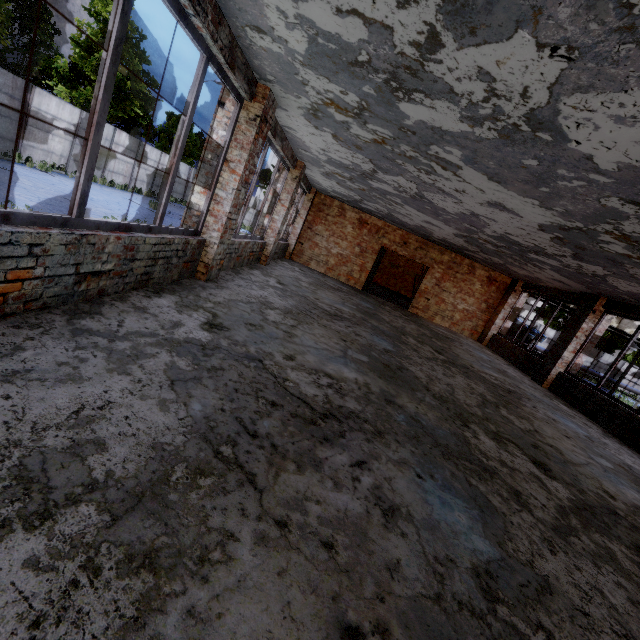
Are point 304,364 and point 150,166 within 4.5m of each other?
no
